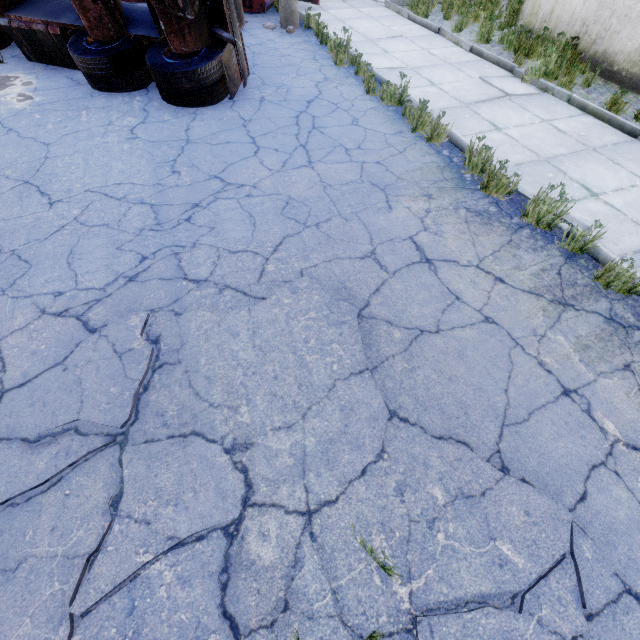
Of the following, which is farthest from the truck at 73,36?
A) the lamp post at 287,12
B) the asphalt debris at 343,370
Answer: the asphalt debris at 343,370

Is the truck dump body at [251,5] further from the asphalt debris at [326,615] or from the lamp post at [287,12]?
the asphalt debris at [326,615]

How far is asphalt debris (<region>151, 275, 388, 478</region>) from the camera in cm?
240

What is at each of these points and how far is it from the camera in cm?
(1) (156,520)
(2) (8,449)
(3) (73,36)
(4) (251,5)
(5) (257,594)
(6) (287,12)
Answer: (1) asphalt debris, 203
(2) asphalt debris, 226
(3) truck, 566
(4) truck dump body, 902
(5) asphalt debris, 183
(6) lamp post, 812

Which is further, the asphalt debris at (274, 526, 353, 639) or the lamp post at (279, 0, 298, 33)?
the lamp post at (279, 0, 298, 33)
